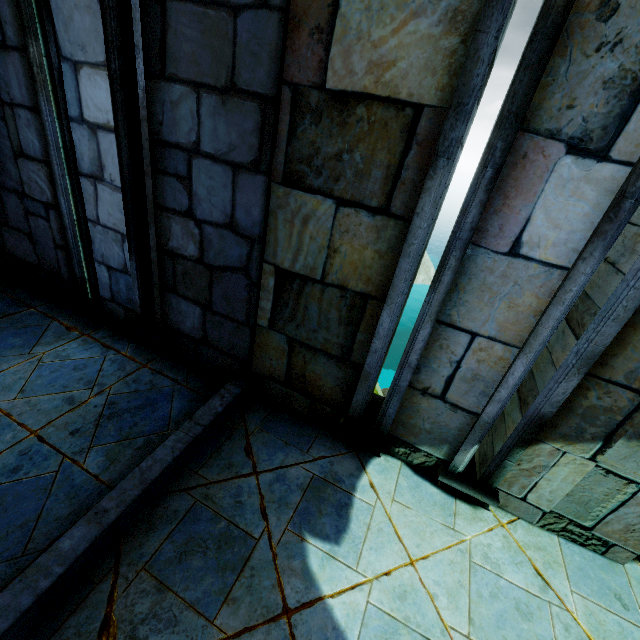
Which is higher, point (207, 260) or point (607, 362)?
point (607, 362)
